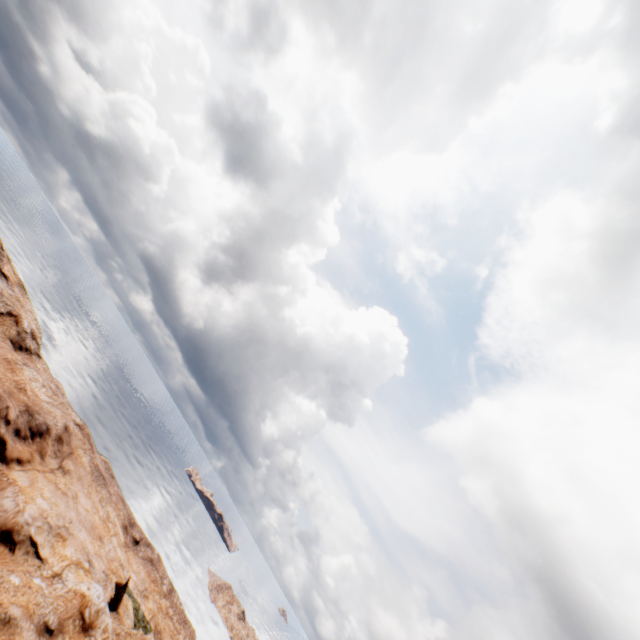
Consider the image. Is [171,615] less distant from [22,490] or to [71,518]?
[71,518]
